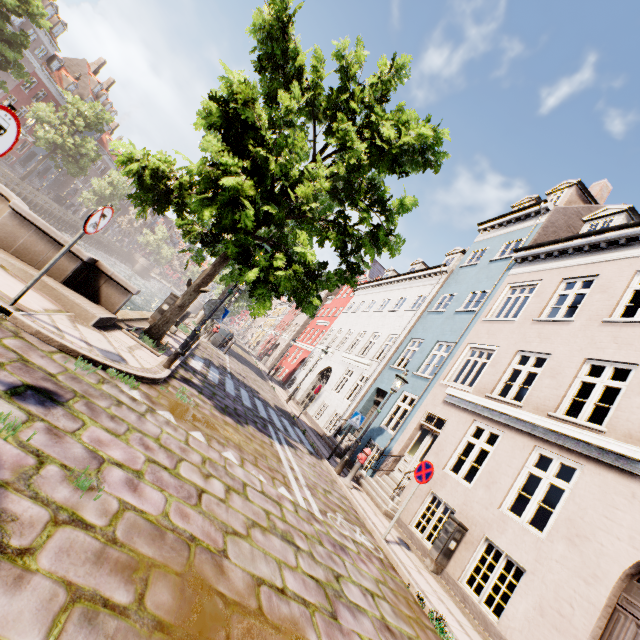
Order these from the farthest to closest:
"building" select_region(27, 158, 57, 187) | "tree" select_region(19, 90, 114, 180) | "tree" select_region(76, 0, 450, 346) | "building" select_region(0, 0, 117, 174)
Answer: "building" select_region(27, 158, 57, 187), "building" select_region(0, 0, 117, 174), "tree" select_region(19, 90, 114, 180), "tree" select_region(76, 0, 450, 346)

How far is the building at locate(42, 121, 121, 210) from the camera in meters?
49.0

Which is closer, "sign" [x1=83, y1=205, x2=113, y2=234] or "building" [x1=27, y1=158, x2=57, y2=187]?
"sign" [x1=83, y1=205, x2=113, y2=234]

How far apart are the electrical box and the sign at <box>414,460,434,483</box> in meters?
1.6

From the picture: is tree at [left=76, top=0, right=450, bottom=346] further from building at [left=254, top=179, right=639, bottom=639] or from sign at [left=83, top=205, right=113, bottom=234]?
building at [left=254, top=179, right=639, bottom=639]

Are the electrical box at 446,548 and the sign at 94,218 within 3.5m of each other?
no

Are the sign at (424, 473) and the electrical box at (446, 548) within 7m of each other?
yes

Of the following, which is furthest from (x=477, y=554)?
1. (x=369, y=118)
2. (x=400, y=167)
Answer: (x=369, y=118)
